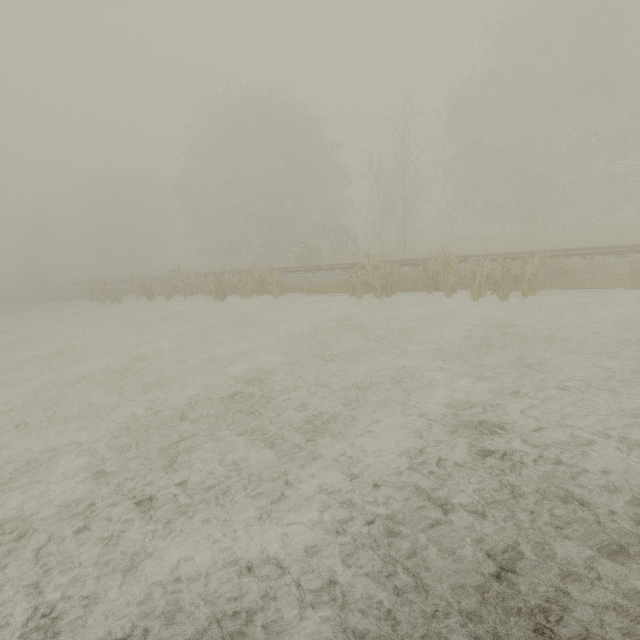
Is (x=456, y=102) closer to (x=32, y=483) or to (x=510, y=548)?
(x=510, y=548)

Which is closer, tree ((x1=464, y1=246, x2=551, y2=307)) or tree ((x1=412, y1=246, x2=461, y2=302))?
tree ((x1=464, y1=246, x2=551, y2=307))

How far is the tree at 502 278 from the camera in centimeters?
1099cm

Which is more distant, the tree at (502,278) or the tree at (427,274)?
the tree at (427,274)

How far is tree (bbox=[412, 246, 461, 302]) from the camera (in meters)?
12.58
